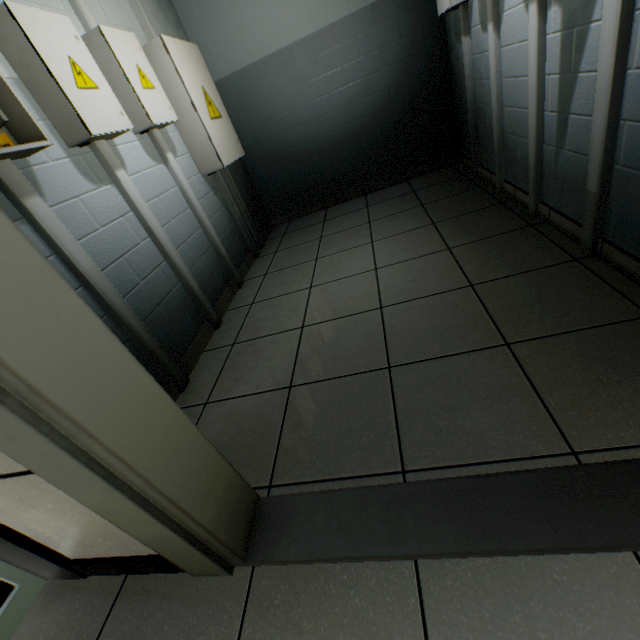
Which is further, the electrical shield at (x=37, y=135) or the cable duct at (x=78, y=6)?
the cable duct at (x=78, y=6)

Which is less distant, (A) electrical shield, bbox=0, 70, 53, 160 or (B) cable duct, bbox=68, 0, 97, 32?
(A) electrical shield, bbox=0, 70, 53, 160

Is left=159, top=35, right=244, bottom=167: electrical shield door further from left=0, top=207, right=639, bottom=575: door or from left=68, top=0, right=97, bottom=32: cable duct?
left=0, top=207, right=639, bottom=575: door

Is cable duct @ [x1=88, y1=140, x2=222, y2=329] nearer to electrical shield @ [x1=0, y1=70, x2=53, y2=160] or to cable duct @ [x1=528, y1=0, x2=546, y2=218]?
electrical shield @ [x1=0, y1=70, x2=53, y2=160]

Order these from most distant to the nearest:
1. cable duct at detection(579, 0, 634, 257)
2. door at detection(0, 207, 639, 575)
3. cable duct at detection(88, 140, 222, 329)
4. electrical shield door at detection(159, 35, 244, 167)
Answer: electrical shield door at detection(159, 35, 244, 167), cable duct at detection(88, 140, 222, 329), cable duct at detection(579, 0, 634, 257), door at detection(0, 207, 639, 575)

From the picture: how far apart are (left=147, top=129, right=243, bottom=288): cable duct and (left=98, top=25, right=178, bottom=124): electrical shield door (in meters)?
0.12

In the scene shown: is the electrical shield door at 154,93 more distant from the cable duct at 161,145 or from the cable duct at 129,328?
the cable duct at 129,328

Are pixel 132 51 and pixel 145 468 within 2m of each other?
no
